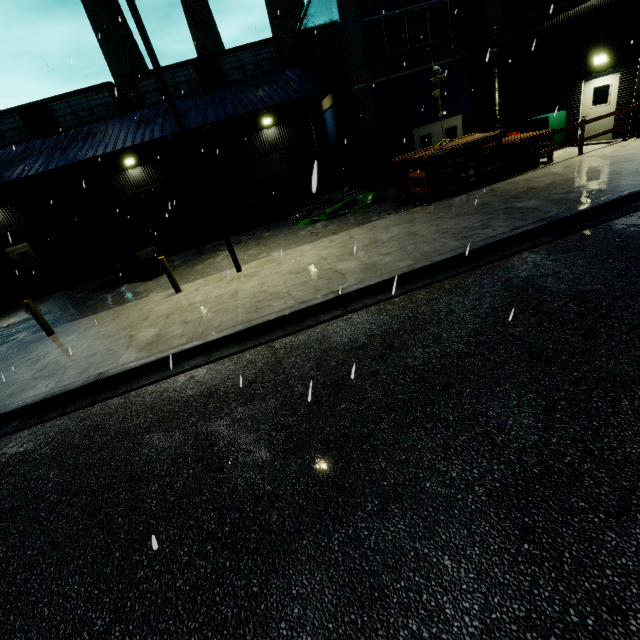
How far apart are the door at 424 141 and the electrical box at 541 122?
3.4 meters

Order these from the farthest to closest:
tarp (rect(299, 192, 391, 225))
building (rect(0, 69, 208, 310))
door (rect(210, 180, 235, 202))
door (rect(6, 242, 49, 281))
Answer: door (rect(210, 180, 235, 202)) < door (rect(6, 242, 49, 281)) < building (rect(0, 69, 208, 310)) < tarp (rect(299, 192, 391, 225))

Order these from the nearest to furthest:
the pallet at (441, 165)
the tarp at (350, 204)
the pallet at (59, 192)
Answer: the pallet at (441, 165) < the pallet at (59, 192) < the tarp at (350, 204)

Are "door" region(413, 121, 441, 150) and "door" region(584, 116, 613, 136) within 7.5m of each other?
yes

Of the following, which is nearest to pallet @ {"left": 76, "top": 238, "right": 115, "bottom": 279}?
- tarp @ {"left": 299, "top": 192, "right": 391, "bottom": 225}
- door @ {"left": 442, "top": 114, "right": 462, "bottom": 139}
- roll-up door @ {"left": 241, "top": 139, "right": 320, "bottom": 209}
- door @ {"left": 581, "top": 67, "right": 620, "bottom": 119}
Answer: roll-up door @ {"left": 241, "top": 139, "right": 320, "bottom": 209}

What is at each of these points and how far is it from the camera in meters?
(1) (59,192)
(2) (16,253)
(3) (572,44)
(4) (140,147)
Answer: (1) pallet, 13.5 m
(2) door, 21.9 m
(3) building, 13.4 m
(4) building, 16.1 m

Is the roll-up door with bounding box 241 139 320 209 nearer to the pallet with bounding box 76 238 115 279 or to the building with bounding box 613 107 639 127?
the building with bounding box 613 107 639 127

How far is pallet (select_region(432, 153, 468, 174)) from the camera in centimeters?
1228cm
